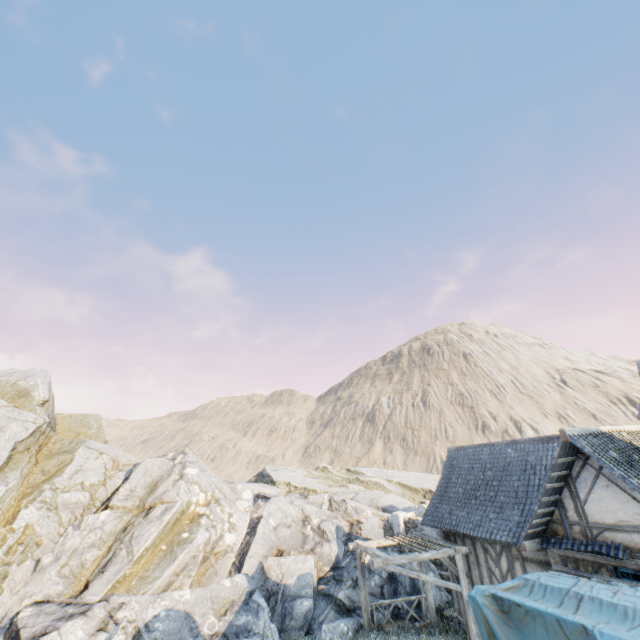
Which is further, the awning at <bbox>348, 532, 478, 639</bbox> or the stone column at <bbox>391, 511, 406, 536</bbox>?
the stone column at <bbox>391, 511, 406, 536</bbox>

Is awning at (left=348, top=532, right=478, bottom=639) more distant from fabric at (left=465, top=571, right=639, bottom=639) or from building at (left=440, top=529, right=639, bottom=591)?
fabric at (left=465, top=571, right=639, bottom=639)

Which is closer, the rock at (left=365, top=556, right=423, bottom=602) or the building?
the building

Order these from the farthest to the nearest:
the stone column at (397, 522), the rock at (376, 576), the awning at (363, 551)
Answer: the stone column at (397, 522), the rock at (376, 576), the awning at (363, 551)

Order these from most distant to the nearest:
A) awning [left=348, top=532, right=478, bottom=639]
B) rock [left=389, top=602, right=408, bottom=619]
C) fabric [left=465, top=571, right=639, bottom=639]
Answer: rock [left=389, top=602, right=408, bottom=619]
awning [left=348, top=532, right=478, bottom=639]
fabric [left=465, top=571, right=639, bottom=639]

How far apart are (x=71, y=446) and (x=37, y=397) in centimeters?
334cm

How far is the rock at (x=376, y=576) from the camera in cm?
1412

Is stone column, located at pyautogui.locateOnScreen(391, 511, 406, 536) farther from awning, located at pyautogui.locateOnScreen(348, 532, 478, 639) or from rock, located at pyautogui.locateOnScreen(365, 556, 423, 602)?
awning, located at pyautogui.locateOnScreen(348, 532, 478, 639)
